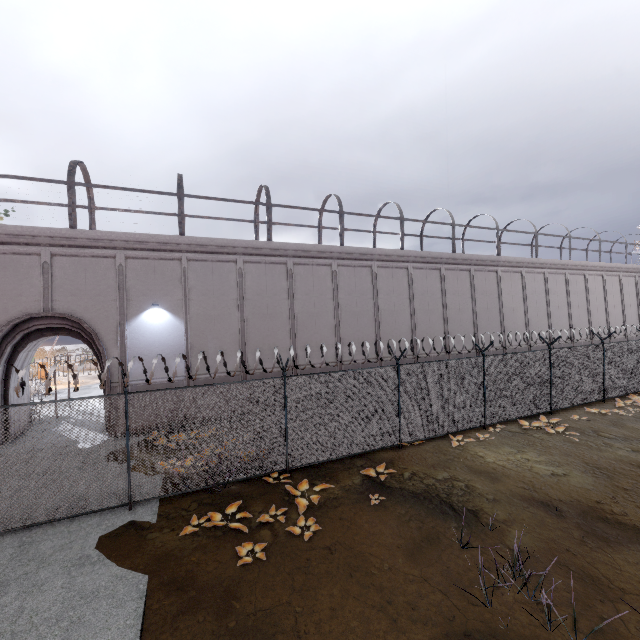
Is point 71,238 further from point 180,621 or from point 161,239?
point 180,621
